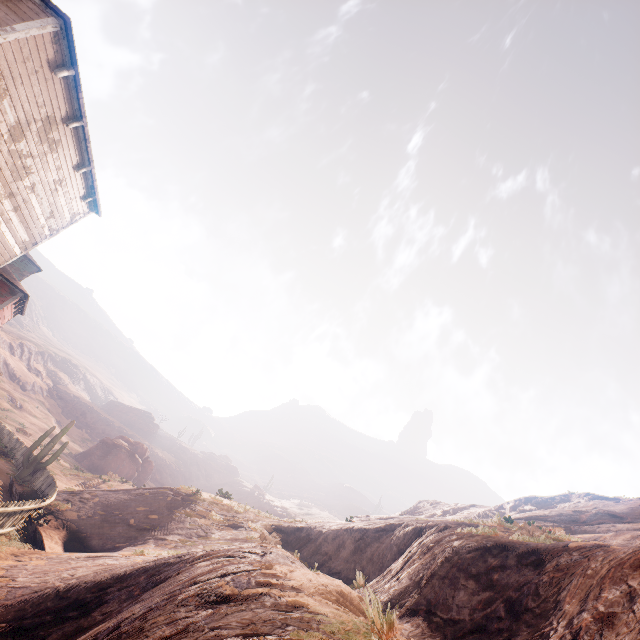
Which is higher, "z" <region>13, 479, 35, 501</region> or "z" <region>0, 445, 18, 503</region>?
"z" <region>13, 479, 35, 501</region>

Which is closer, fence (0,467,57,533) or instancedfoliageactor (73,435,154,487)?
fence (0,467,57,533)

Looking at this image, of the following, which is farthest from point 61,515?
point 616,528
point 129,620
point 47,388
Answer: point 47,388

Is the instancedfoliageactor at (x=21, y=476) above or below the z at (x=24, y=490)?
above

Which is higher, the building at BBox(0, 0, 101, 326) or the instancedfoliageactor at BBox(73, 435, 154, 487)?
the building at BBox(0, 0, 101, 326)

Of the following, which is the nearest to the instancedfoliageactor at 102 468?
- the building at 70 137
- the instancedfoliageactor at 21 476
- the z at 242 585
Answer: the z at 242 585

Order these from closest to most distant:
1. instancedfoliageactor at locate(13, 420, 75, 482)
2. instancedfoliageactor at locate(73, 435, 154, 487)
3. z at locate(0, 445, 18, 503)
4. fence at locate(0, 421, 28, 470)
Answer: z at locate(0, 445, 18, 503) < instancedfoliageactor at locate(13, 420, 75, 482) < fence at locate(0, 421, 28, 470) < instancedfoliageactor at locate(73, 435, 154, 487)

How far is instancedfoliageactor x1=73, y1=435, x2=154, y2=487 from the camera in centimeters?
3825cm
